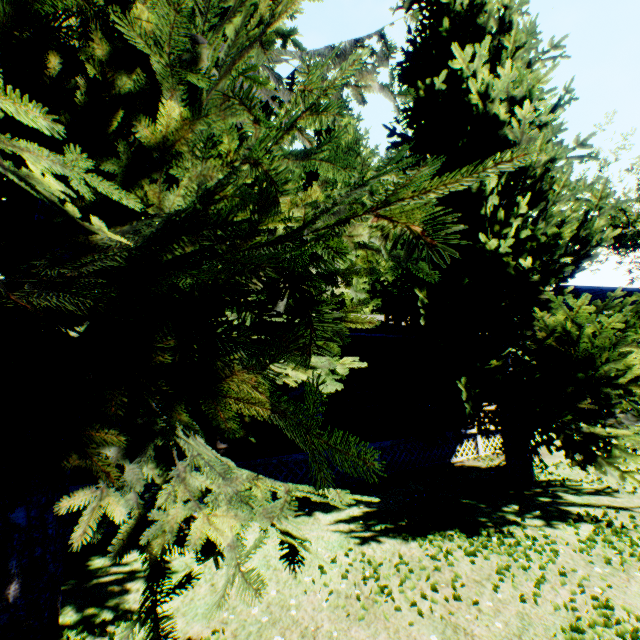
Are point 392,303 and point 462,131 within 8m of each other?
yes

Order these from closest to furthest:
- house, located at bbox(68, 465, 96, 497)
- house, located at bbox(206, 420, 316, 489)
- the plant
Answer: the plant < house, located at bbox(68, 465, 96, 497) < house, located at bbox(206, 420, 316, 489)

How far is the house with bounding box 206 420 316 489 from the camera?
8.29m

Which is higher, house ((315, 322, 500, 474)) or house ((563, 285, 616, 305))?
house ((563, 285, 616, 305))

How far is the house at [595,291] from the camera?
23.7 meters

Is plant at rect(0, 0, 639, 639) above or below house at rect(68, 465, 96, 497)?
above

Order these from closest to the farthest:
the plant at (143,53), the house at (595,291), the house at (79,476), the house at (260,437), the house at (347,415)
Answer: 1. the plant at (143,53)
2. the house at (79,476)
3. the house at (260,437)
4. the house at (347,415)
5. the house at (595,291)
